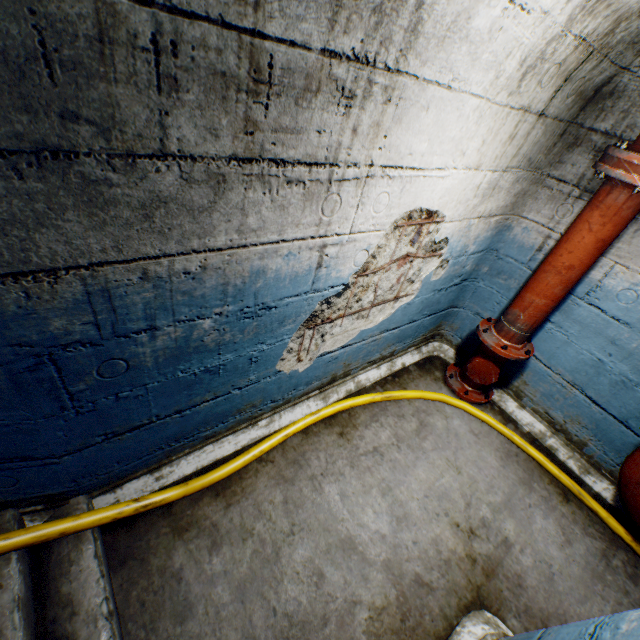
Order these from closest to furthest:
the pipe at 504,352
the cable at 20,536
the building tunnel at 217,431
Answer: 1. the building tunnel at 217,431
2. the cable at 20,536
3. the pipe at 504,352

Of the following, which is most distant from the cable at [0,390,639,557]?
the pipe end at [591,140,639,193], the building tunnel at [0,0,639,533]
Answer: the pipe end at [591,140,639,193]

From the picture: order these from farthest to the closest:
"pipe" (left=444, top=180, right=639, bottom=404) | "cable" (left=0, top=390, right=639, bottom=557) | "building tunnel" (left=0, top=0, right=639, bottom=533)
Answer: "pipe" (left=444, top=180, right=639, bottom=404) → "cable" (left=0, top=390, right=639, bottom=557) → "building tunnel" (left=0, top=0, right=639, bottom=533)

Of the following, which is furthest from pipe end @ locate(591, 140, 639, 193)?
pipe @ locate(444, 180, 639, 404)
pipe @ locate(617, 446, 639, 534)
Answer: pipe @ locate(617, 446, 639, 534)

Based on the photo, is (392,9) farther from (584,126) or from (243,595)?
(243,595)

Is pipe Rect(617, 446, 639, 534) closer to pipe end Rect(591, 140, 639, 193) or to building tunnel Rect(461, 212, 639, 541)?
building tunnel Rect(461, 212, 639, 541)

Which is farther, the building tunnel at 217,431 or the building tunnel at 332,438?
the building tunnel at 332,438

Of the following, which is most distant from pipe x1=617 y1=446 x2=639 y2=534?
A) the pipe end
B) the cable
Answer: the pipe end
